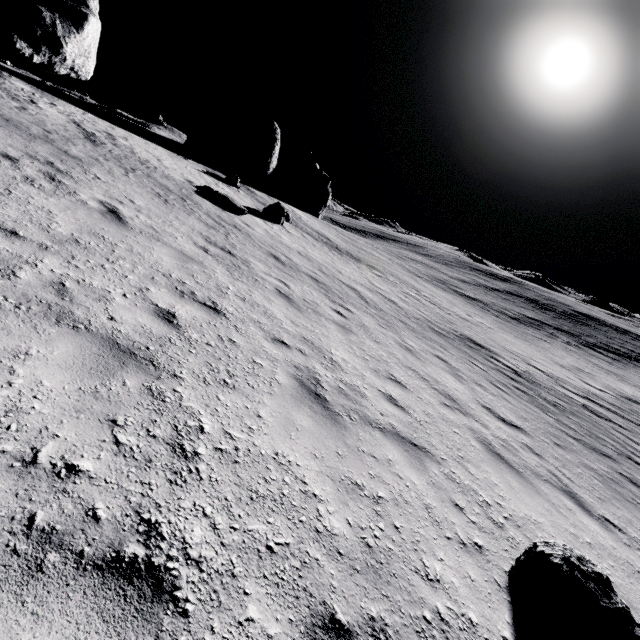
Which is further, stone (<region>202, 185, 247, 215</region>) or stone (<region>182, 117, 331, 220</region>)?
stone (<region>182, 117, 331, 220</region>)

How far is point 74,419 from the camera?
2.6 meters

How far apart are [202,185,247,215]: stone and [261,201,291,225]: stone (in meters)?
3.64

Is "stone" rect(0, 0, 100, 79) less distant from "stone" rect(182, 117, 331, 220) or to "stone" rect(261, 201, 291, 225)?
"stone" rect(261, 201, 291, 225)

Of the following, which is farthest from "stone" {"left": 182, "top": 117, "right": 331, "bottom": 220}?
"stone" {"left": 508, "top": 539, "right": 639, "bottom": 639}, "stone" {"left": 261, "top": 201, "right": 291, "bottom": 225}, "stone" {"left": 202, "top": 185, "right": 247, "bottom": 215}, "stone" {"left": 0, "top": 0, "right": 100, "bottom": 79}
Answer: "stone" {"left": 508, "top": 539, "right": 639, "bottom": 639}

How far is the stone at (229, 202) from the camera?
15.59m

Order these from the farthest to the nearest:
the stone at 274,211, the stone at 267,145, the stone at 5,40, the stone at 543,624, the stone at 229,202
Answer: the stone at 267,145
the stone at 274,211
the stone at 229,202
the stone at 5,40
the stone at 543,624

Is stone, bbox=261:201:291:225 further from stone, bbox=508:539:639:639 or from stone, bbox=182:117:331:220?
stone, bbox=508:539:639:639
